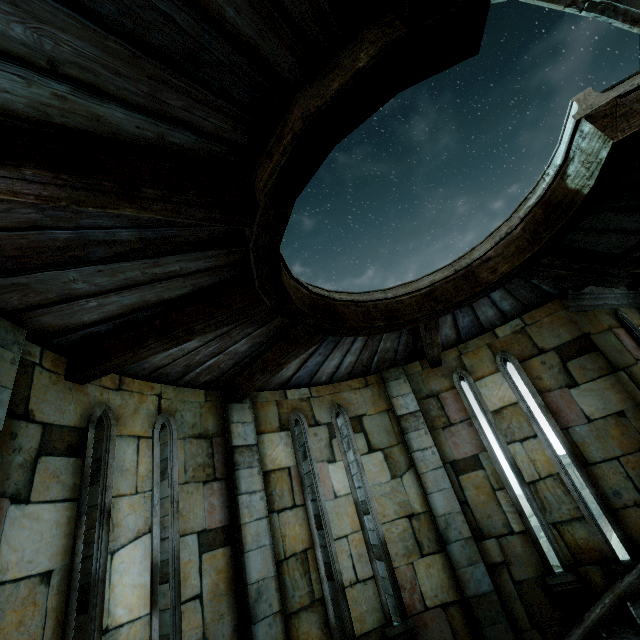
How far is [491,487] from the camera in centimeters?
578cm
